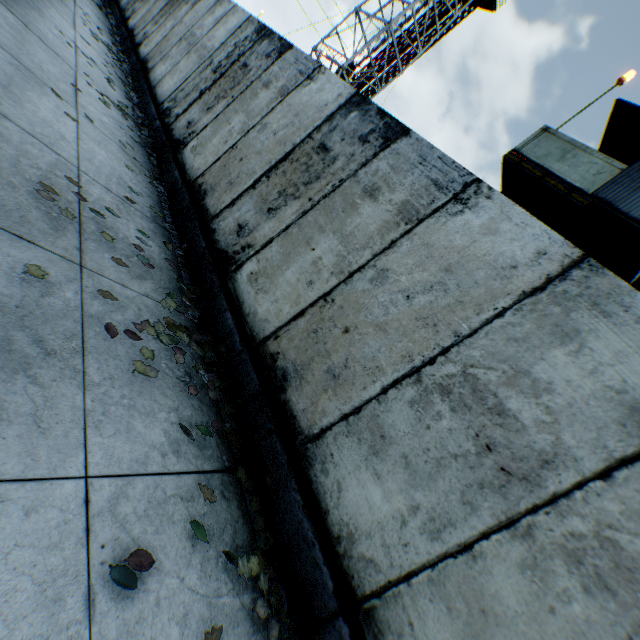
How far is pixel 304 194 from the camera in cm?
420

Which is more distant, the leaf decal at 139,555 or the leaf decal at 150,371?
the leaf decal at 150,371

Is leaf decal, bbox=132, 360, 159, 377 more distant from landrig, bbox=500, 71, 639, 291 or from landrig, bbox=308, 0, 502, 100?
landrig, bbox=308, 0, 502, 100

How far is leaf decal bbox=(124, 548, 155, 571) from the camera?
1.8 meters

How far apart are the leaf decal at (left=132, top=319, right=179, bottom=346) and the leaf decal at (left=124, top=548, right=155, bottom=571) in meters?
0.6 m

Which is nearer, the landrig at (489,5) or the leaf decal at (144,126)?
the leaf decal at (144,126)

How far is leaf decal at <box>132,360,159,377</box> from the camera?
2.65m
